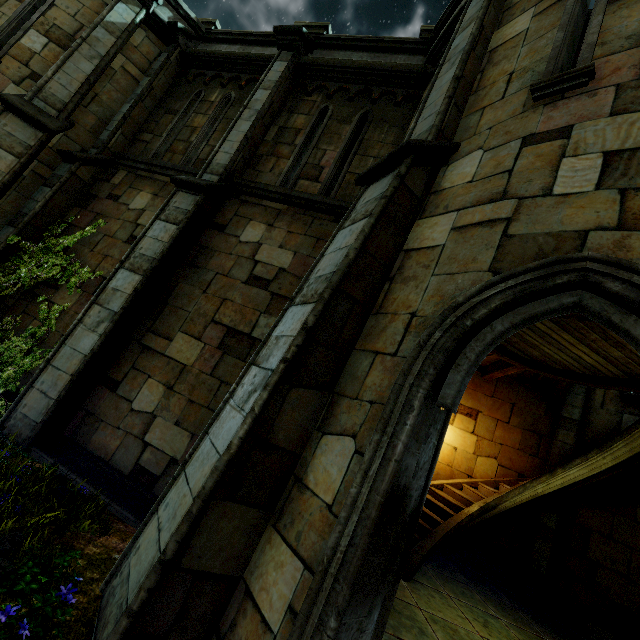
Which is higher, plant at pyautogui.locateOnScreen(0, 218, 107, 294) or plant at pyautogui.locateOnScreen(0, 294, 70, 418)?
plant at pyautogui.locateOnScreen(0, 218, 107, 294)

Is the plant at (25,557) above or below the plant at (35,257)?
below

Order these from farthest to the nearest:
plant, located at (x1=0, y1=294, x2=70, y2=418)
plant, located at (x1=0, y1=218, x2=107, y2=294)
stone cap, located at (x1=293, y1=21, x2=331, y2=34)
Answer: stone cap, located at (x1=293, y1=21, x2=331, y2=34) < plant, located at (x1=0, y1=218, x2=107, y2=294) < plant, located at (x1=0, y1=294, x2=70, y2=418)

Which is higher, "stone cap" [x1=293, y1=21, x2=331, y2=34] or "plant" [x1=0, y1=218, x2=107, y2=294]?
"stone cap" [x1=293, y1=21, x2=331, y2=34]

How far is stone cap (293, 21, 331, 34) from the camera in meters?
7.7

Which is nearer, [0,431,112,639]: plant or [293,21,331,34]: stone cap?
[0,431,112,639]: plant

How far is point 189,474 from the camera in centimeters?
297cm
